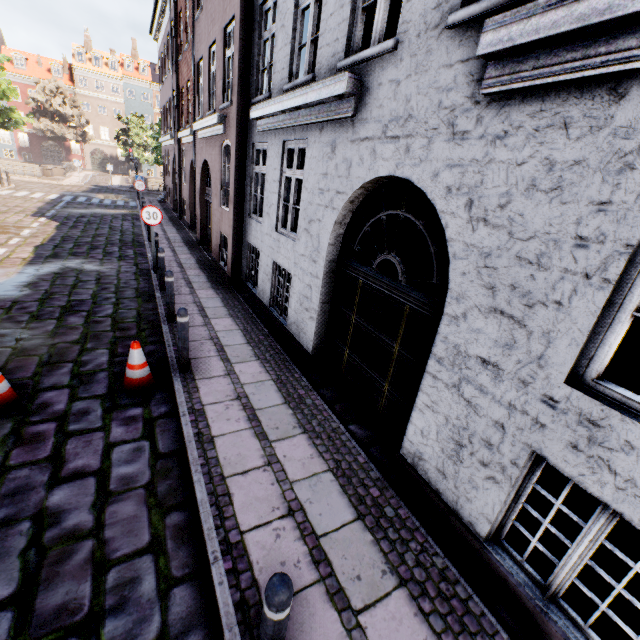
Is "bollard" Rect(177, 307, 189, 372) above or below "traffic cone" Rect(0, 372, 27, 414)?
above

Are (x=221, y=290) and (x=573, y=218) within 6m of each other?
no

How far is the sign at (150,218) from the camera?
8.8 meters

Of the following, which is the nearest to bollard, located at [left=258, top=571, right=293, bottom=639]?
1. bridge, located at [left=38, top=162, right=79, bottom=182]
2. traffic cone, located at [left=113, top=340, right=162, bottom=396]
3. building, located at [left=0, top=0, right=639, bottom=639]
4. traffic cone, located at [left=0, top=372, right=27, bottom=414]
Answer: building, located at [left=0, top=0, right=639, bottom=639]

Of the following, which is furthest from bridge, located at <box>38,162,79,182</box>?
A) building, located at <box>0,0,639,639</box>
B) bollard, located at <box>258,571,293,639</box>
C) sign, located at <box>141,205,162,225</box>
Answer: bollard, located at <box>258,571,293,639</box>

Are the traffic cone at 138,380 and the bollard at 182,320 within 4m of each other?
yes

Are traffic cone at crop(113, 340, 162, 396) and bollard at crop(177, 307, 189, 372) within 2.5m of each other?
yes

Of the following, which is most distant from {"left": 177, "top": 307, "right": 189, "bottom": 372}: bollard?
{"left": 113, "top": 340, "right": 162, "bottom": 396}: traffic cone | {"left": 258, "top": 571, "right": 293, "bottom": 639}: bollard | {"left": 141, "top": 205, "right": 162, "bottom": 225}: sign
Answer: {"left": 141, "top": 205, "right": 162, "bottom": 225}: sign
